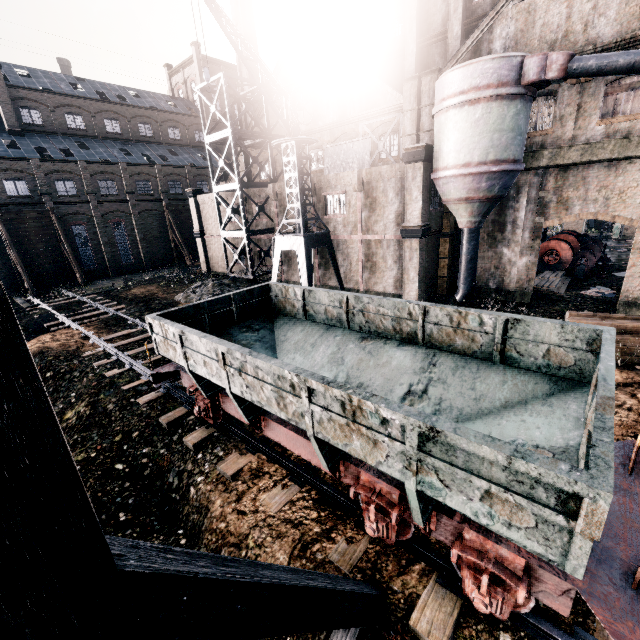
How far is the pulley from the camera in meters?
26.8 m

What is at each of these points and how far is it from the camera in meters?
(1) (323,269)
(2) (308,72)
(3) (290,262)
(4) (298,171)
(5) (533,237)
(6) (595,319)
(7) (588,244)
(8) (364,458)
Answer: (1) building, 27.4 m
(2) building, 27.4 m
(3) building, 29.8 m
(4) crane, 21.6 m
(5) building, 20.8 m
(6) wood pile, 16.0 m
(7) pulley, 29.2 m
(8) rail car, 5.3 m

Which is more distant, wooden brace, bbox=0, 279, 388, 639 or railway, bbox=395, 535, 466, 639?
railway, bbox=395, 535, 466, 639

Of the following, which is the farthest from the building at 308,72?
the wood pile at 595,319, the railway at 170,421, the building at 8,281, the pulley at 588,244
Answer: the building at 8,281

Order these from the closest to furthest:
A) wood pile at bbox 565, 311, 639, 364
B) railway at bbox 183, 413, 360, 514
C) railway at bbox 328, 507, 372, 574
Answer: railway at bbox 328, 507, 372, 574
railway at bbox 183, 413, 360, 514
wood pile at bbox 565, 311, 639, 364

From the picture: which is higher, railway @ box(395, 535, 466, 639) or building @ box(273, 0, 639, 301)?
building @ box(273, 0, 639, 301)

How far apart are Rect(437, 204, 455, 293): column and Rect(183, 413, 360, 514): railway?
19.42m

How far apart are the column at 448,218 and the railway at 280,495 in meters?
19.4
